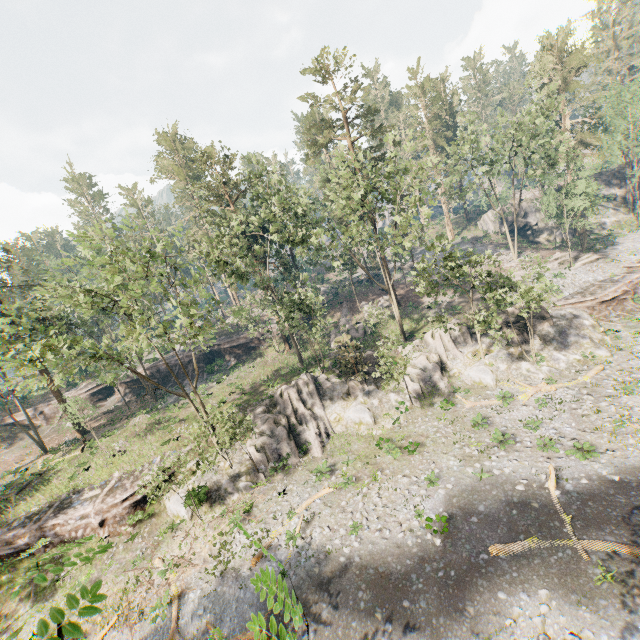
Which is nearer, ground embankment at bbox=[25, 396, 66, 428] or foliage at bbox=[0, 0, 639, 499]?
foliage at bbox=[0, 0, 639, 499]

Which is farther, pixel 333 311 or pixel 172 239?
pixel 333 311

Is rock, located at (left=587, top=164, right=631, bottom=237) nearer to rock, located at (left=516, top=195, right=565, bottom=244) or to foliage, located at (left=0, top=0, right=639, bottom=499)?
rock, located at (left=516, top=195, right=565, bottom=244)

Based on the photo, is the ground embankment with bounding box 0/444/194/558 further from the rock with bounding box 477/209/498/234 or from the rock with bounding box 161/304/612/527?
the rock with bounding box 477/209/498/234

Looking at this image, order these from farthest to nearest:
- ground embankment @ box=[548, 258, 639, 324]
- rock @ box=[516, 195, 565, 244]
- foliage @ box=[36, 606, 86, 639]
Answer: rock @ box=[516, 195, 565, 244] < ground embankment @ box=[548, 258, 639, 324] < foliage @ box=[36, 606, 86, 639]

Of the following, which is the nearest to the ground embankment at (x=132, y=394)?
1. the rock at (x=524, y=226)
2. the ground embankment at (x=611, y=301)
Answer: the ground embankment at (x=611, y=301)

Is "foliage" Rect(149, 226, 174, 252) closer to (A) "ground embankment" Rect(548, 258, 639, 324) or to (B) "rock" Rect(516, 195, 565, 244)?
(A) "ground embankment" Rect(548, 258, 639, 324)

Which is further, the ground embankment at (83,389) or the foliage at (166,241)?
the ground embankment at (83,389)
